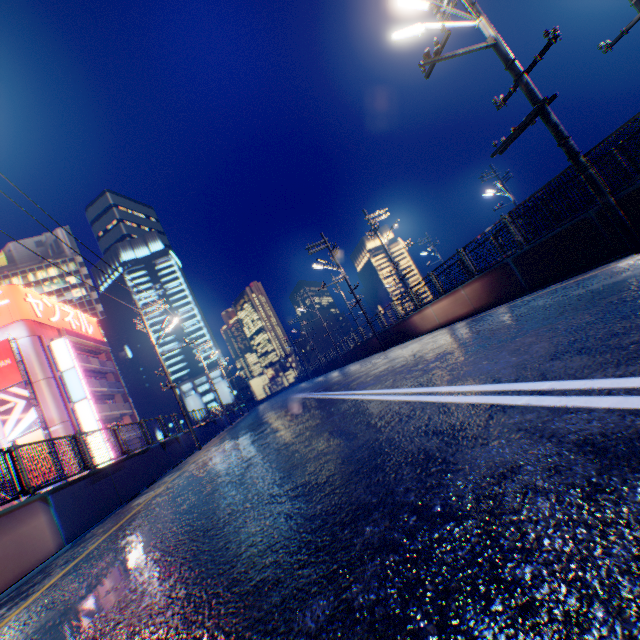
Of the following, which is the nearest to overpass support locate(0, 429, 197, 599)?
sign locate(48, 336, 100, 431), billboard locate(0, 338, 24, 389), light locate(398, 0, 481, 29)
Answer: light locate(398, 0, 481, 29)

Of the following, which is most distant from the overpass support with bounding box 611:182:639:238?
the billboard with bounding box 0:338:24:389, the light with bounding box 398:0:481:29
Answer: the billboard with bounding box 0:338:24:389

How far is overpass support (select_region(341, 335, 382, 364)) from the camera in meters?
24.9

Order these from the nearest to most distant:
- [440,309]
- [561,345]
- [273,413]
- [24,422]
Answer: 1. [561,345]
2. [440,309]
3. [273,413]
4. [24,422]

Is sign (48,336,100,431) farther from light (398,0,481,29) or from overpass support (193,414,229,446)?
light (398,0,481,29)

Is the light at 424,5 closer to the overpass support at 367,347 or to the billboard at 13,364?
the overpass support at 367,347

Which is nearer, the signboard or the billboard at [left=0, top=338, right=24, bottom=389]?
the billboard at [left=0, top=338, right=24, bottom=389]

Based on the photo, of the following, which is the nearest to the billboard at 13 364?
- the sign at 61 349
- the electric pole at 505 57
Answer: the sign at 61 349
